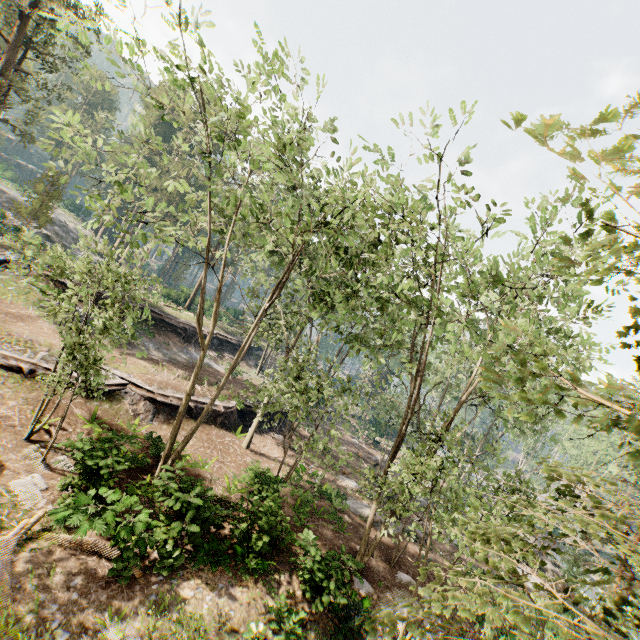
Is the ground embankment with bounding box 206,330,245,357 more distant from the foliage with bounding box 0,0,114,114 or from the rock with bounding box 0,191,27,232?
the rock with bounding box 0,191,27,232

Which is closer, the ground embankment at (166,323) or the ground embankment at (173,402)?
the ground embankment at (173,402)

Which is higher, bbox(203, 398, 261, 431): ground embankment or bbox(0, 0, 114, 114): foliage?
bbox(0, 0, 114, 114): foliage

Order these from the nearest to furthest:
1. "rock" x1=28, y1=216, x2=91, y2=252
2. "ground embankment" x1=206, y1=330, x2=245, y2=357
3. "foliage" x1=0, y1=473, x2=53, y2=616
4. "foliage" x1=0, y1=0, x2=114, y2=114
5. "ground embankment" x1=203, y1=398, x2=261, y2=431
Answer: "foliage" x1=0, y1=473, x2=53, y2=616 → "foliage" x1=0, y1=0, x2=114, y2=114 → "ground embankment" x1=203, y1=398, x2=261, y2=431 → "ground embankment" x1=206, y1=330, x2=245, y2=357 → "rock" x1=28, y1=216, x2=91, y2=252

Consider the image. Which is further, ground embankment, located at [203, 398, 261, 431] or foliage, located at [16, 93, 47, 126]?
foliage, located at [16, 93, 47, 126]

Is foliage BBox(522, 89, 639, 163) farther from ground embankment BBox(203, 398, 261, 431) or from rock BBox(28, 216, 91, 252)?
ground embankment BBox(203, 398, 261, 431)

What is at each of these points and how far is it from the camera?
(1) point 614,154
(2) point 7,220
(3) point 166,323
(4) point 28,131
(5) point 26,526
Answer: (1) foliage, 1.00m
(2) rock, 35.72m
(3) ground embankment, 31.83m
(4) foliage, 29.70m
(5) foliage, 10.20m

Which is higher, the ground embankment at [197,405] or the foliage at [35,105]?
the foliage at [35,105]
